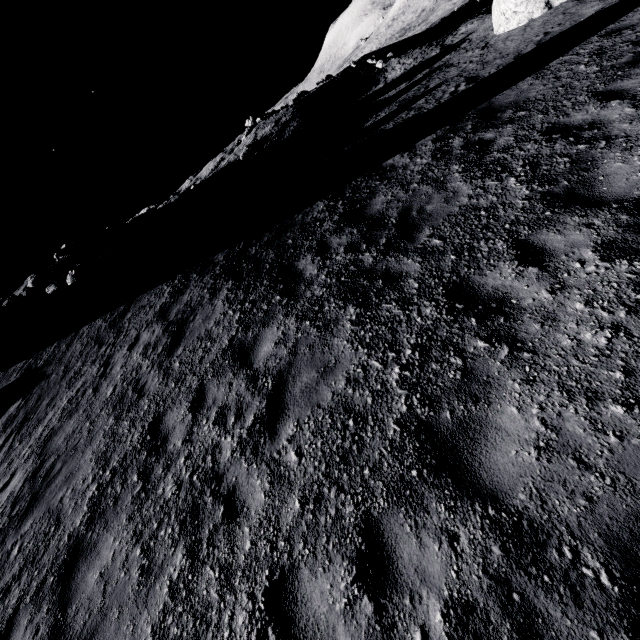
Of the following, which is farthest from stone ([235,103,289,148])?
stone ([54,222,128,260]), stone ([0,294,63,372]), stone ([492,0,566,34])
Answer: stone ([0,294,63,372])

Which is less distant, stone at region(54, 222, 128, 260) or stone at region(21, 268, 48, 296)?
stone at region(21, 268, 48, 296)

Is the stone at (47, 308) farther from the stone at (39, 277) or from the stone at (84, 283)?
the stone at (39, 277)

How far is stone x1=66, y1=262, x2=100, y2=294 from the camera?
13.76m

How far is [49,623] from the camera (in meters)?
4.41

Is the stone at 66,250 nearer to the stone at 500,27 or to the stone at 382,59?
the stone at 382,59

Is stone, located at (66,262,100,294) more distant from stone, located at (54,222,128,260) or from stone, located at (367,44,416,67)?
stone, located at (367,44,416,67)

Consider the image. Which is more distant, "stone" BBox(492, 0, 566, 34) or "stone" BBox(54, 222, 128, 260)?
"stone" BBox(54, 222, 128, 260)
